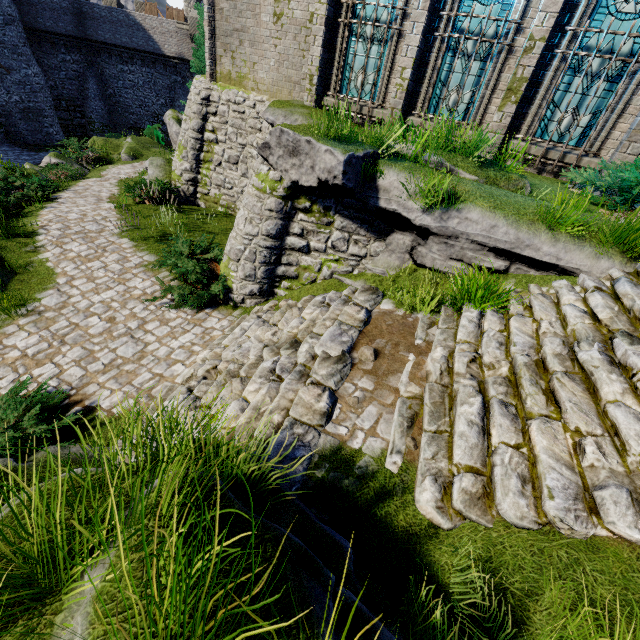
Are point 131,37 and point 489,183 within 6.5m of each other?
no

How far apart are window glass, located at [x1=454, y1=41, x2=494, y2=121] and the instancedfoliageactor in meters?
8.2

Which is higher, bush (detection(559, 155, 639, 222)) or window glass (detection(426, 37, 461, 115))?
window glass (detection(426, 37, 461, 115))

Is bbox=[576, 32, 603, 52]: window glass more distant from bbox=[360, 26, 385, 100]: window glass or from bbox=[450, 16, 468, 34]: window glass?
bbox=[360, 26, 385, 100]: window glass

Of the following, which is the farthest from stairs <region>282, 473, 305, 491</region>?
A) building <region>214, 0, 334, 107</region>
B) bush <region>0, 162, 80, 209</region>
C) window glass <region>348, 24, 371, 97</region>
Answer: bush <region>0, 162, 80, 209</region>

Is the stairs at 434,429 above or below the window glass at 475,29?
below

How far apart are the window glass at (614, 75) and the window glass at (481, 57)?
1.51m

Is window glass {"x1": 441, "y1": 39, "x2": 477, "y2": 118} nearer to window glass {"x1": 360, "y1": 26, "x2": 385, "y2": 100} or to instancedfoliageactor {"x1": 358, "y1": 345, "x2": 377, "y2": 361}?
window glass {"x1": 360, "y1": 26, "x2": 385, "y2": 100}
